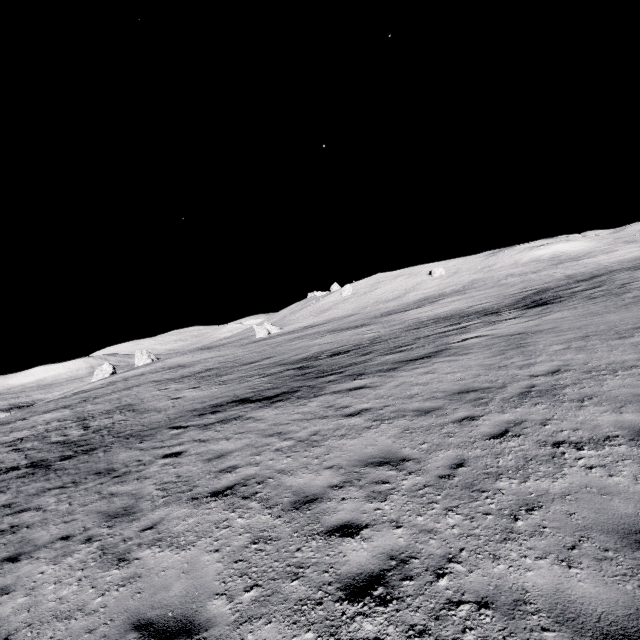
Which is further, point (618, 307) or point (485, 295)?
point (485, 295)
